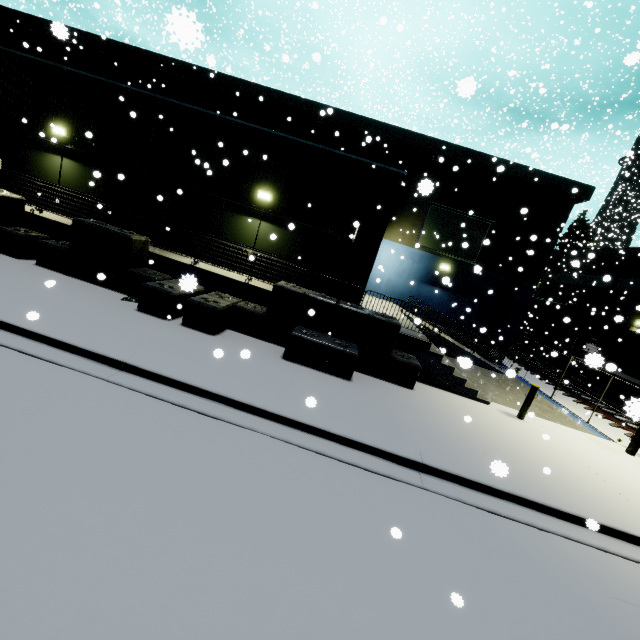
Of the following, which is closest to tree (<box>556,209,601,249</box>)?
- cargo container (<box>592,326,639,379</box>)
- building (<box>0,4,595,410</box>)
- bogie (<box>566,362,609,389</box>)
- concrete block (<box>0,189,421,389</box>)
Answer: building (<box>0,4,595,410</box>)

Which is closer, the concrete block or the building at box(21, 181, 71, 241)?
the concrete block

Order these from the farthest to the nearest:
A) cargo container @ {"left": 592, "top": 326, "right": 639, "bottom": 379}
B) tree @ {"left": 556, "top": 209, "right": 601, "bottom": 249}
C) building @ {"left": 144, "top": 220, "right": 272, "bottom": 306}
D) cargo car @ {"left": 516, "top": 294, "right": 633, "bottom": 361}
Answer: tree @ {"left": 556, "top": 209, "right": 601, "bottom": 249} → cargo car @ {"left": 516, "top": 294, "right": 633, "bottom": 361} → cargo container @ {"left": 592, "top": 326, "right": 639, "bottom": 379} → building @ {"left": 144, "top": 220, "right": 272, "bottom": 306}

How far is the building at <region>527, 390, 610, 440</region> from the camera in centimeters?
1154cm

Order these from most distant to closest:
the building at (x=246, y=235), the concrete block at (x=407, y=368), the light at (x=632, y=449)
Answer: the building at (x=246, y=235) < the light at (x=632, y=449) < the concrete block at (x=407, y=368)

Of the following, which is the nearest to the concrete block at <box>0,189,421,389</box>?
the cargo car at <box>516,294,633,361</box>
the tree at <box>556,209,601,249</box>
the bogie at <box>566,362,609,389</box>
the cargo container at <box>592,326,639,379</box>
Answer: the cargo container at <box>592,326,639,379</box>

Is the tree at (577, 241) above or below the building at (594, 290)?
above

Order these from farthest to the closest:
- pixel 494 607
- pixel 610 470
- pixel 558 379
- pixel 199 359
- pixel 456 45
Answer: pixel 456 45, pixel 558 379, pixel 610 470, pixel 199 359, pixel 494 607
